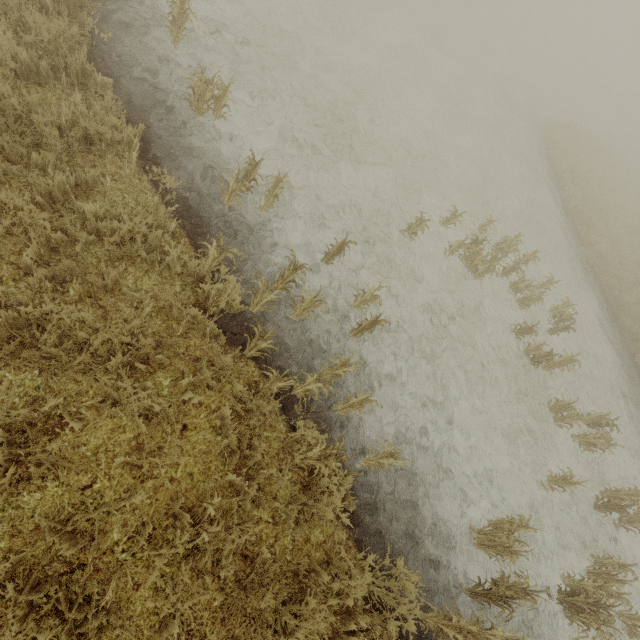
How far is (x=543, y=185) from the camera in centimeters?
1373cm
